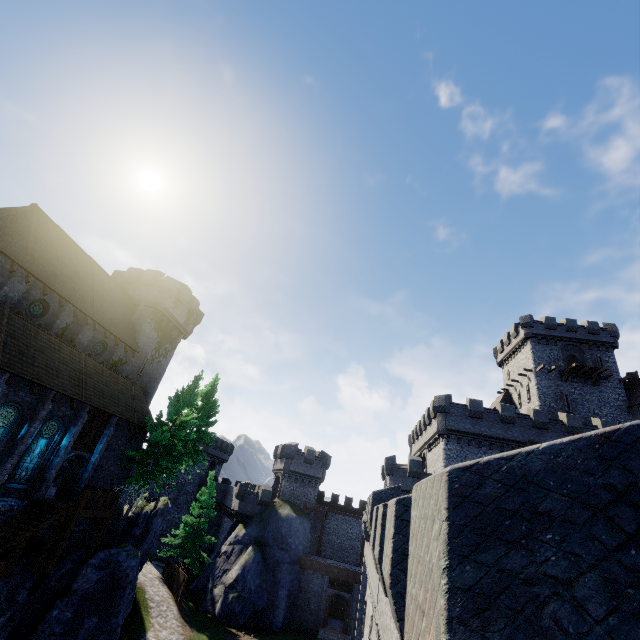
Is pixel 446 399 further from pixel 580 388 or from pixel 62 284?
pixel 62 284

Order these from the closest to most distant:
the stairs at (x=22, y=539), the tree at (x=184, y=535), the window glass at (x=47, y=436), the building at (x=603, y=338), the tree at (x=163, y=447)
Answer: the stairs at (x=22, y=539), the window glass at (x=47, y=436), the tree at (x=163, y=447), the tree at (x=184, y=535), the building at (x=603, y=338)

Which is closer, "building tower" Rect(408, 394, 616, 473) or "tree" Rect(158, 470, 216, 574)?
"building tower" Rect(408, 394, 616, 473)

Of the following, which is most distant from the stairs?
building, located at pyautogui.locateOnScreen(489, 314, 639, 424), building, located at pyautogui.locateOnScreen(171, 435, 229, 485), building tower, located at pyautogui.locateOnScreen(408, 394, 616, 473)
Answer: building, located at pyautogui.locateOnScreen(489, 314, 639, 424)

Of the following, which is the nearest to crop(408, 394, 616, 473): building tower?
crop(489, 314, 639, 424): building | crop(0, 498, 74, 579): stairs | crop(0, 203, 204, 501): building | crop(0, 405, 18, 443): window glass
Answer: crop(489, 314, 639, 424): building

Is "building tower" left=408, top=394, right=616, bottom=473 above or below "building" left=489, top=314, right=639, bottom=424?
below

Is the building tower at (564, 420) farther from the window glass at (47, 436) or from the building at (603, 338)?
the window glass at (47, 436)

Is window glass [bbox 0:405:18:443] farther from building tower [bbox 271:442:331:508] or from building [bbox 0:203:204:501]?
building tower [bbox 271:442:331:508]
